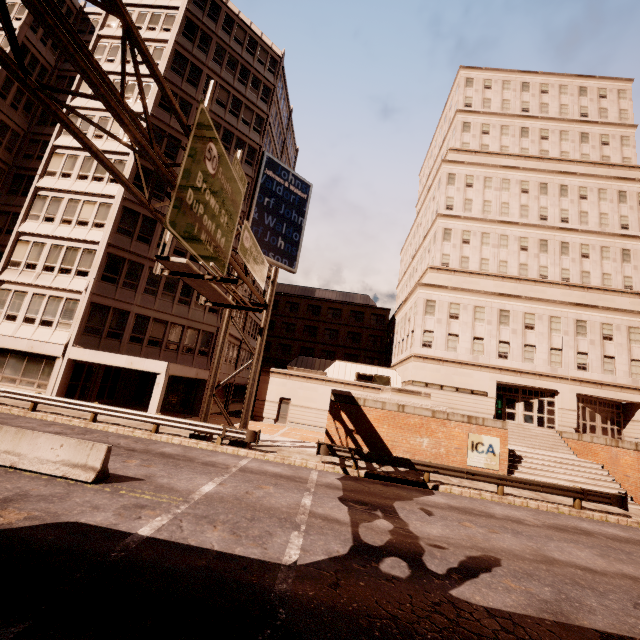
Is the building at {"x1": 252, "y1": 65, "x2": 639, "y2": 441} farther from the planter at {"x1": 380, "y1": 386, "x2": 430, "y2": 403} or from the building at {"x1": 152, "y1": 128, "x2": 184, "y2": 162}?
the planter at {"x1": 380, "y1": 386, "x2": 430, "y2": 403}

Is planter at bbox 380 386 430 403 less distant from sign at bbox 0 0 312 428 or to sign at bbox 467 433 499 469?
sign at bbox 467 433 499 469

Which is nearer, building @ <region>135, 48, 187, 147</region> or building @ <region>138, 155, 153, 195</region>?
building @ <region>138, 155, 153, 195</region>

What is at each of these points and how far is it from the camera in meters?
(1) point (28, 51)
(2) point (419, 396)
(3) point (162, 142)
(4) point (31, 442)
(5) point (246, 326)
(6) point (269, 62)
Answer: (1) building, 29.2
(2) planter, 20.3
(3) building, 25.9
(4) barrier, 9.5
(5) building, 35.5
(6) building, 33.6

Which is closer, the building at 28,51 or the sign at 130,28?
the sign at 130,28

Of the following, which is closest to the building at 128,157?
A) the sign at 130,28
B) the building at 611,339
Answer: the building at 611,339

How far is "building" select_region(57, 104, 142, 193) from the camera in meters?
24.2 m
